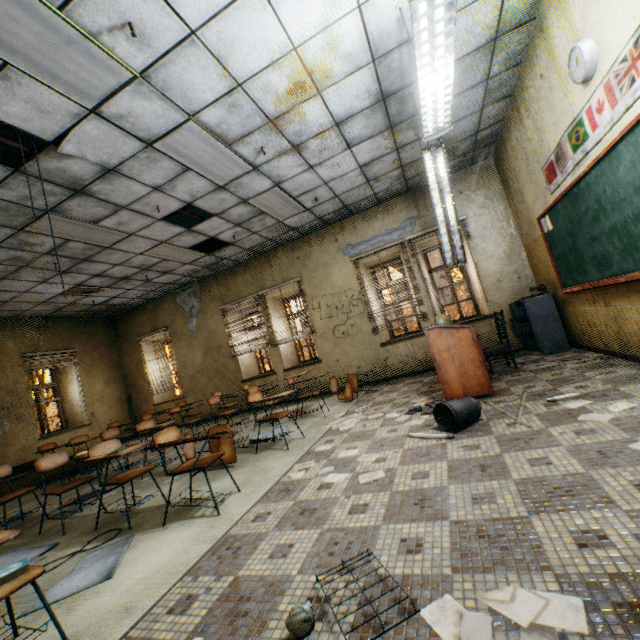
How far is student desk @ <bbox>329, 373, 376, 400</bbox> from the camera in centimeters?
605cm

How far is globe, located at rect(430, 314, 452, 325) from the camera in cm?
509

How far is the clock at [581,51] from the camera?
2.82m

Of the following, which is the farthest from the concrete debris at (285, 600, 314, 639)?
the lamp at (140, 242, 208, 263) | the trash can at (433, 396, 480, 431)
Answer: the lamp at (140, 242, 208, 263)

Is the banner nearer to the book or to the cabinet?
the cabinet

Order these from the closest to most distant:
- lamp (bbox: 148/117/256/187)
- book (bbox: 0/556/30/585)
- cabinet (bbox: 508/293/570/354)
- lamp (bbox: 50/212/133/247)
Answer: book (bbox: 0/556/30/585) → lamp (bbox: 148/117/256/187) → lamp (bbox: 50/212/133/247) → cabinet (bbox: 508/293/570/354)

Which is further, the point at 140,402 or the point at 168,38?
the point at 140,402

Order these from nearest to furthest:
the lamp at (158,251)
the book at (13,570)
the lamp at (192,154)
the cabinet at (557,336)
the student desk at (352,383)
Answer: the book at (13,570) → the lamp at (192,154) → the cabinet at (557,336) → the student desk at (352,383) → the lamp at (158,251)
